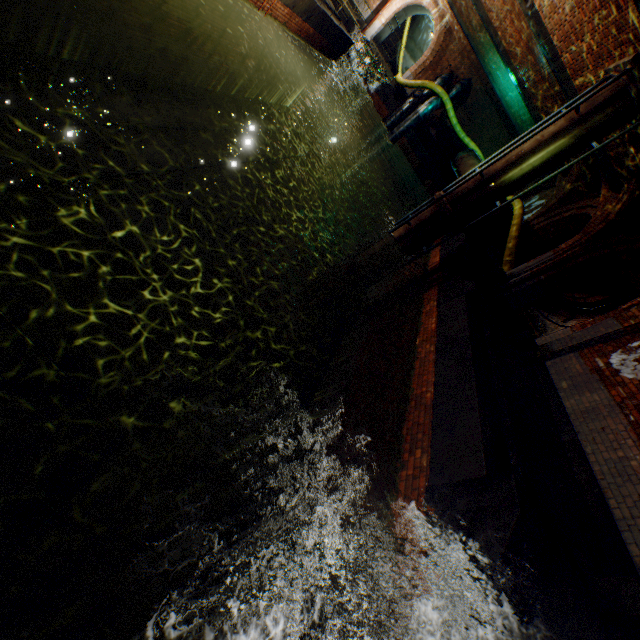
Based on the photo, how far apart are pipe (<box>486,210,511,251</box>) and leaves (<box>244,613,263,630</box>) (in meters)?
15.59

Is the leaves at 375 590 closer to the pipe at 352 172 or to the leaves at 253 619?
the leaves at 253 619

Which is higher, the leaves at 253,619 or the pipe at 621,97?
the pipe at 621,97

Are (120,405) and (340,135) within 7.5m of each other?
no

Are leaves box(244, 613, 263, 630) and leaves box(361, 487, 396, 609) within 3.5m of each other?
yes

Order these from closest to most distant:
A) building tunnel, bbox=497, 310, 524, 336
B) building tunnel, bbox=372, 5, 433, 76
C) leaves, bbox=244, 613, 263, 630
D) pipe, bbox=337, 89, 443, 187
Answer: leaves, bbox=244, 613, 263, 630 → building tunnel, bbox=497, 310, 524, 336 → pipe, bbox=337, 89, 443, 187 → building tunnel, bbox=372, 5, 433, 76

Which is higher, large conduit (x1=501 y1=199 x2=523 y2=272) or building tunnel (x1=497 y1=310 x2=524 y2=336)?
large conduit (x1=501 y1=199 x2=523 y2=272)

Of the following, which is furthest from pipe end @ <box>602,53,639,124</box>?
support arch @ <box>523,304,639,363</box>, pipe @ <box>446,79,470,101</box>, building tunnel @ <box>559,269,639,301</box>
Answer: pipe @ <box>446,79,470,101</box>
